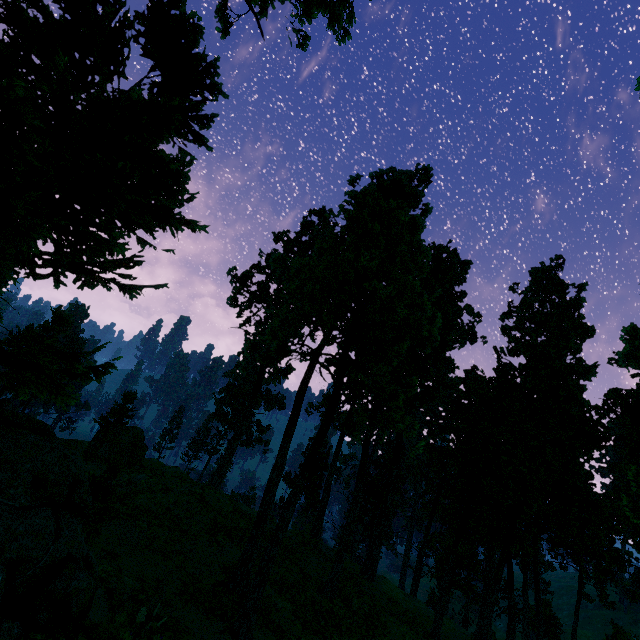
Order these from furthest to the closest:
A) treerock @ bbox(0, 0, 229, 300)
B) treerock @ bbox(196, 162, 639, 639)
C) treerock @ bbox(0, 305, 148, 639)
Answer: treerock @ bbox(196, 162, 639, 639)
treerock @ bbox(0, 305, 148, 639)
treerock @ bbox(0, 0, 229, 300)

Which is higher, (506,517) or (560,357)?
(560,357)

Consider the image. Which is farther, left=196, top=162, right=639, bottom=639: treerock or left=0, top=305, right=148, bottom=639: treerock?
left=196, top=162, right=639, bottom=639: treerock

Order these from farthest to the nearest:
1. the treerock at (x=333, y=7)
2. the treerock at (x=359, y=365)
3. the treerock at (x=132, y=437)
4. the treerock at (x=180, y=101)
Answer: the treerock at (x=333, y=7) → the treerock at (x=359, y=365) → the treerock at (x=132, y=437) → the treerock at (x=180, y=101)

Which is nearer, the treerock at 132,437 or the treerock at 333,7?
the treerock at 132,437
